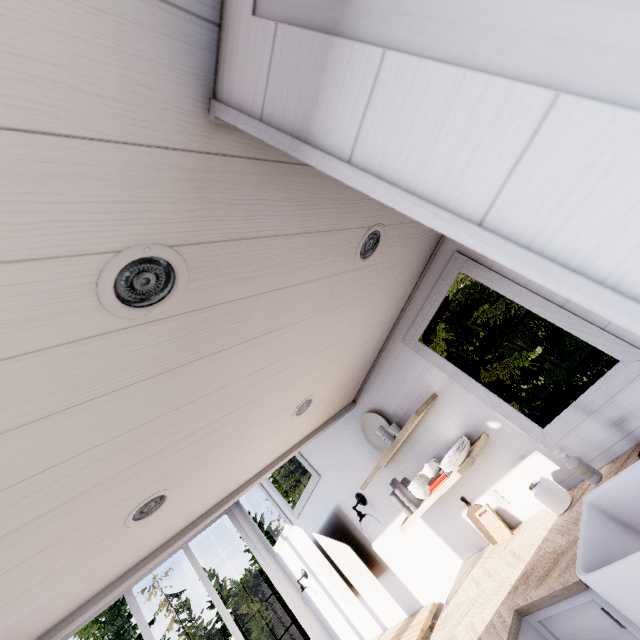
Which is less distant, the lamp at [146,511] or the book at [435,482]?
the lamp at [146,511]

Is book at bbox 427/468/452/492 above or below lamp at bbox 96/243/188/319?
below

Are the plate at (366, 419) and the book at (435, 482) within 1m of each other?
yes

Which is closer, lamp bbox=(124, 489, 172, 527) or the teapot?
lamp bbox=(124, 489, 172, 527)

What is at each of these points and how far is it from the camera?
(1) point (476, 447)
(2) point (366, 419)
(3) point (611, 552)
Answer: (1) shelf, 2.19m
(2) plate, 3.04m
(3) sink, 1.52m

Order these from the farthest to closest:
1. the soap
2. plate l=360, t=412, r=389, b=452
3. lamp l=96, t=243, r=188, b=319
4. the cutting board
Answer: plate l=360, t=412, r=389, b=452 → the cutting board → the soap → lamp l=96, t=243, r=188, b=319

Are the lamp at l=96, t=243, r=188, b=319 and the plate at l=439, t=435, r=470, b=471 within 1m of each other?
no

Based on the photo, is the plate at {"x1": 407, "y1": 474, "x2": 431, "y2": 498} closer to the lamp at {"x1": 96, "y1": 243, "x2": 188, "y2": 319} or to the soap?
the soap
